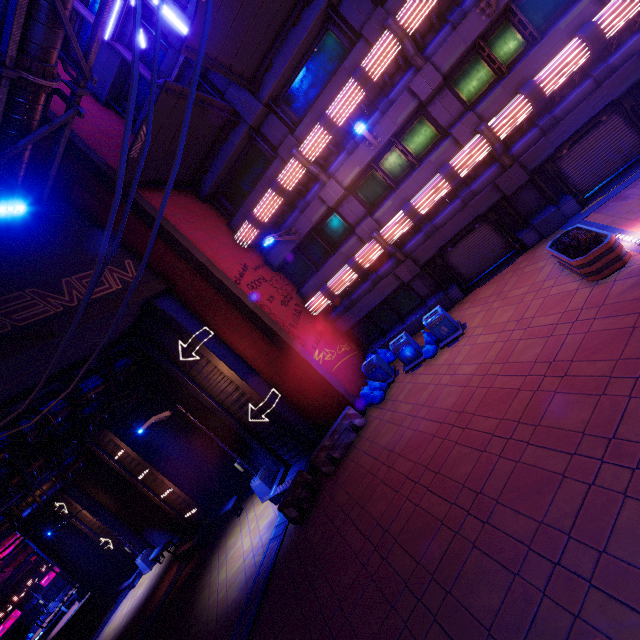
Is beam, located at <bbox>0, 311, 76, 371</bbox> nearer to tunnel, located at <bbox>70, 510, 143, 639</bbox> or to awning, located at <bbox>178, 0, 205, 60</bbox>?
awning, located at <bbox>178, 0, 205, 60</bbox>

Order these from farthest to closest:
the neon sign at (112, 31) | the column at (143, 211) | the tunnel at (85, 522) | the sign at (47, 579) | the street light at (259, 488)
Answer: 1. the sign at (47, 579)
2. the tunnel at (85, 522)
3. the street light at (259, 488)
4. the neon sign at (112, 31)
5. the column at (143, 211)

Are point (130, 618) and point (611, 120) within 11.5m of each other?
no

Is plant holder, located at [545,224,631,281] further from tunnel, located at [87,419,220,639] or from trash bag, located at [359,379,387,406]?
tunnel, located at [87,419,220,639]

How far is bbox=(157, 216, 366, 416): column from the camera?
12.1 meters

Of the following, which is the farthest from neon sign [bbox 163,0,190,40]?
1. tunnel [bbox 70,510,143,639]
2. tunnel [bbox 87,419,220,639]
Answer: tunnel [bbox 70,510,143,639]

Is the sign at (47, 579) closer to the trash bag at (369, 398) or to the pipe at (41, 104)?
the pipe at (41, 104)

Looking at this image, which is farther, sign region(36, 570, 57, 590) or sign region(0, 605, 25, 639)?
sign region(36, 570, 57, 590)
